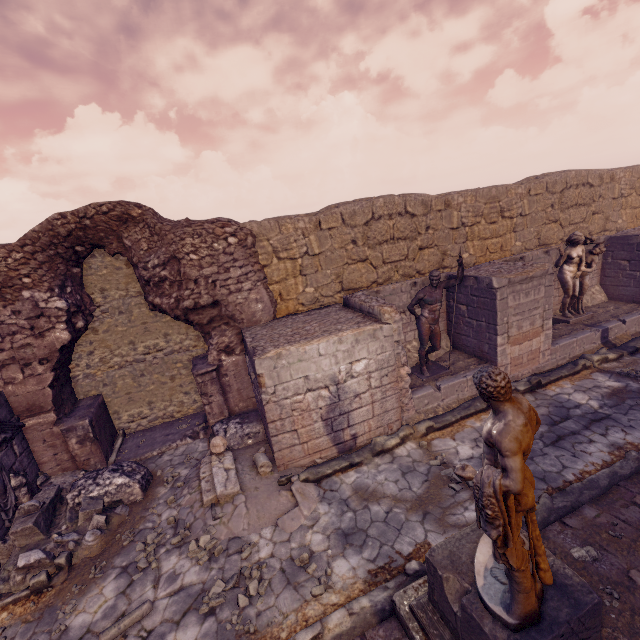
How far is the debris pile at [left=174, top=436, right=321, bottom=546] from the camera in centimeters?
549cm

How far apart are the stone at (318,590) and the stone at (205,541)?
1.67m

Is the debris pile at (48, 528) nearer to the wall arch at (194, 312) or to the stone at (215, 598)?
the wall arch at (194, 312)

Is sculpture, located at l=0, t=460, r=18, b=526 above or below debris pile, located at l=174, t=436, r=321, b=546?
above

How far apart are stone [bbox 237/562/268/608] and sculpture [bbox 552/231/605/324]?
10.8m

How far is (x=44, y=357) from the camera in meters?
6.8 m

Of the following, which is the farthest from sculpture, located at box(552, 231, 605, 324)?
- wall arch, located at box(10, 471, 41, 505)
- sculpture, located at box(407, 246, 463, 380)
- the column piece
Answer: wall arch, located at box(10, 471, 41, 505)

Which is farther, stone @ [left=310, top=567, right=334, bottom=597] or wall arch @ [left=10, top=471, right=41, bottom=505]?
wall arch @ [left=10, top=471, right=41, bottom=505]
